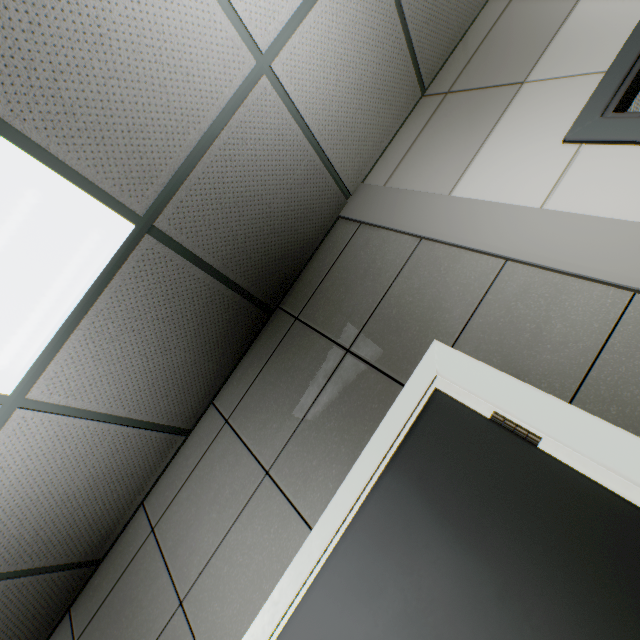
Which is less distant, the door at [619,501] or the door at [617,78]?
the door at [619,501]

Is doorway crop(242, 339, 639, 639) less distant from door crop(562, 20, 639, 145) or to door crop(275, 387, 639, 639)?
door crop(275, 387, 639, 639)

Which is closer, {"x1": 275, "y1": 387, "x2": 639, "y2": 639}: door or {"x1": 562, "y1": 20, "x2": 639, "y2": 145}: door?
{"x1": 275, "y1": 387, "x2": 639, "y2": 639}: door

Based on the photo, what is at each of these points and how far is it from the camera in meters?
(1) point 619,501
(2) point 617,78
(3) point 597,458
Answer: (1) door, 1.0 m
(2) door, 1.6 m
(3) doorway, 1.1 m

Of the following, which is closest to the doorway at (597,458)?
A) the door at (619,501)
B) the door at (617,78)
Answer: the door at (619,501)

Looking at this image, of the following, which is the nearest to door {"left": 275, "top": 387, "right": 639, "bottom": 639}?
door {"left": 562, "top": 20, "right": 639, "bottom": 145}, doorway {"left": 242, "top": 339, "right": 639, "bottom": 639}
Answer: doorway {"left": 242, "top": 339, "right": 639, "bottom": 639}
